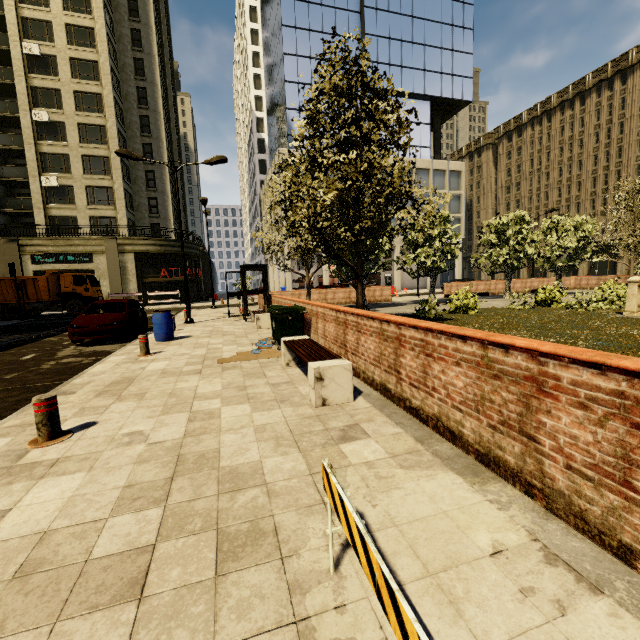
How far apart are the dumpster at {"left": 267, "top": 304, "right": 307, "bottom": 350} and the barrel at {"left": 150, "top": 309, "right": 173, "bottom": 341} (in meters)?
3.62

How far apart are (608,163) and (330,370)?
59.71m

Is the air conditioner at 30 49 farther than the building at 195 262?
No

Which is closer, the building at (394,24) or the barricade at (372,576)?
the barricade at (372,576)

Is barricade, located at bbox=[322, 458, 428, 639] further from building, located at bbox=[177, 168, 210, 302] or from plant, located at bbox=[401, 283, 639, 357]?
building, located at bbox=[177, 168, 210, 302]

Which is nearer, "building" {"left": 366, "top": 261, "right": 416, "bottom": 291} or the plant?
the plant

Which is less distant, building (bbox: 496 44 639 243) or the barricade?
the barricade

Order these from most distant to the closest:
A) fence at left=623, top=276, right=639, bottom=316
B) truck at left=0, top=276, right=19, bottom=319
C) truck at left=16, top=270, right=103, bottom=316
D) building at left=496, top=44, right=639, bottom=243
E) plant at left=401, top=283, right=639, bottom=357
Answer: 1. building at left=496, top=44, right=639, bottom=243
2. truck at left=16, top=270, right=103, bottom=316
3. truck at left=0, top=276, right=19, bottom=319
4. fence at left=623, top=276, right=639, bottom=316
5. plant at left=401, top=283, right=639, bottom=357
